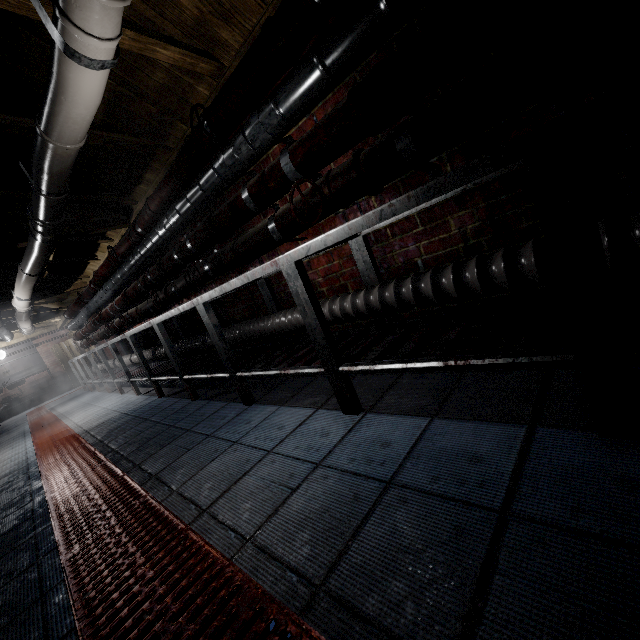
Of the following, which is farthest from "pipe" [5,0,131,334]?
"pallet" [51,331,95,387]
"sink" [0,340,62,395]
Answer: "sink" [0,340,62,395]

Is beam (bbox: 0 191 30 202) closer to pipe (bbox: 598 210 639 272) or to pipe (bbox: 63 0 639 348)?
pipe (bbox: 63 0 639 348)

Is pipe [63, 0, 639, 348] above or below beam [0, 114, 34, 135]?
below

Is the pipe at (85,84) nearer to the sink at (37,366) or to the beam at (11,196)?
the beam at (11,196)

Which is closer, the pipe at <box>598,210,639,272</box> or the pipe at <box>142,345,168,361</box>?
the pipe at <box>598,210,639,272</box>

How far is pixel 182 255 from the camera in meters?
2.9

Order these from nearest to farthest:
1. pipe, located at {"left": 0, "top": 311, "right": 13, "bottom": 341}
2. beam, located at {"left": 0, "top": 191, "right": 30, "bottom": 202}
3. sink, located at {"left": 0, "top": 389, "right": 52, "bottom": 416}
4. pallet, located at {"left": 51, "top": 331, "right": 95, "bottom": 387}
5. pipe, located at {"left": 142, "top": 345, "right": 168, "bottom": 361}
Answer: beam, located at {"left": 0, "top": 191, "right": 30, "bottom": 202} → pipe, located at {"left": 142, "top": 345, "right": 168, "bottom": 361} → pipe, located at {"left": 0, "top": 311, "right": 13, "bottom": 341} → sink, located at {"left": 0, "top": 389, "right": 52, "bottom": 416} → pallet, located at {"left": 51, "top": 331, "right": 95, "bottom": 387}

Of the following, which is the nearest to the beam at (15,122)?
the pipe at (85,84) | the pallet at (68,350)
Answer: the pipe at (85,84)
